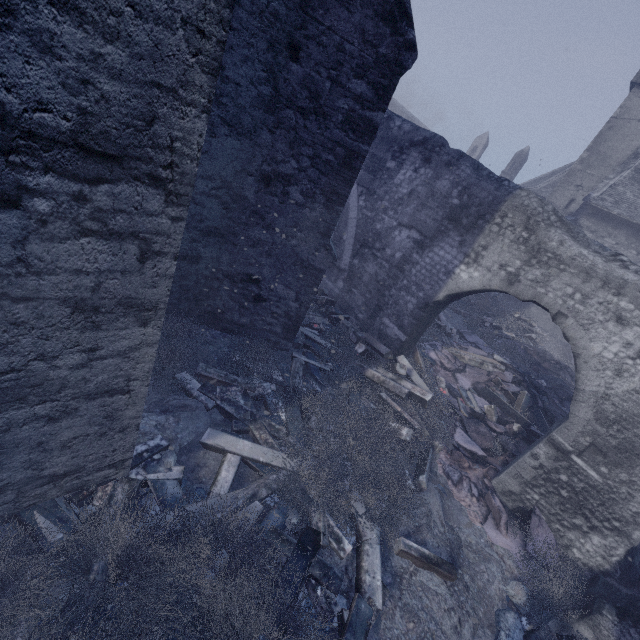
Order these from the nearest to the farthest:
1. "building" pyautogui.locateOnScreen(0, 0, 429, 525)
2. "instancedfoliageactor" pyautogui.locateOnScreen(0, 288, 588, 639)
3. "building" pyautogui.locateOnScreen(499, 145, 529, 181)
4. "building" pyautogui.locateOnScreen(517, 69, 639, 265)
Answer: "building" pyautogui.locateOnScreen(0, 0, 429, 525)
"instancedfoliageactor" pyautogui.locateOnScreen(0, 288, 588, 639)
"building" pyautogui.locateOnScreen(517, 69, 639, 265)
"building" pyautogui.locateOnScreen(499, 145, 529, 181)

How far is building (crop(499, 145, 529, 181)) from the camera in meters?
39.0

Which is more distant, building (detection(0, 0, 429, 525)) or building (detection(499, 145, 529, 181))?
building (detection(499, 145, 529, 181))

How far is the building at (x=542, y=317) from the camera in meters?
20.1 m

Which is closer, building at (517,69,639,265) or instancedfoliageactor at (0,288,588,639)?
instancedfoliageactor at (0,288,588,639)

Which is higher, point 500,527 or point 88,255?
point 88,255

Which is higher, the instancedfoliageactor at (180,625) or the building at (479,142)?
the building at (479,142)
